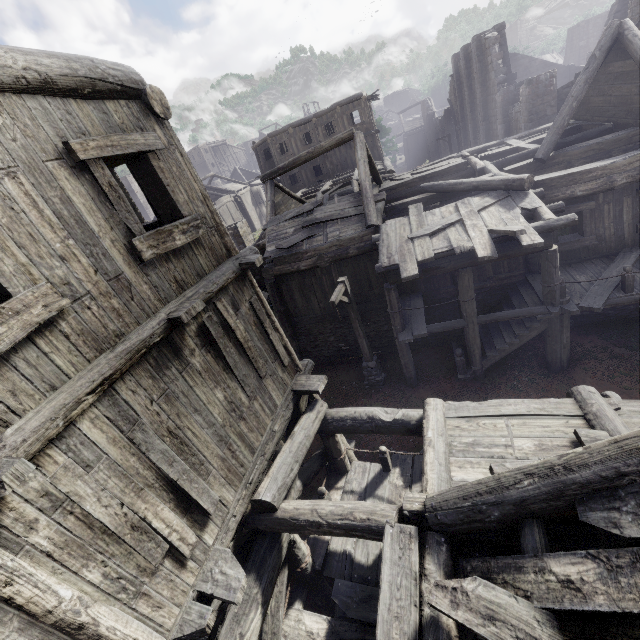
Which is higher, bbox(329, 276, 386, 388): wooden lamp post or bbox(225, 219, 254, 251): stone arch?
bbox(225, 219, 254, 251): stone arch

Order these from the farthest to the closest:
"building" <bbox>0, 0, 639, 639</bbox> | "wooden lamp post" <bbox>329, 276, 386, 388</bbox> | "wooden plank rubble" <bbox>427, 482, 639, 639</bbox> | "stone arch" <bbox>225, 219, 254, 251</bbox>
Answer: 1. "stone arch" <bbox>225, 219, 254, 251</bbox>
2. "wooden lamp post" <bbox>329, 276, 386, 388</bbox>
3. "building" <bbox>0, 0, 639, 639</bbox>
4. "wooden plank rubble" <bbox>427, 482, 639, 639</bbox>

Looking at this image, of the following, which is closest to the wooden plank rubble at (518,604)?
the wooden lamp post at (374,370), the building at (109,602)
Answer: the building at (109,602)

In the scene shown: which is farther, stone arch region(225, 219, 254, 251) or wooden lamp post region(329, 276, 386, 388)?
stone arch region(225, 219, 254, 251)

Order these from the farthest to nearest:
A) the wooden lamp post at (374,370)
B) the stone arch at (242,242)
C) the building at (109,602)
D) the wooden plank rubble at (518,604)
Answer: the stone arch at (242,242)
the wooden lamp post at (374,370)
the building at (109,602)
the wooden plank rubble at (518,604)

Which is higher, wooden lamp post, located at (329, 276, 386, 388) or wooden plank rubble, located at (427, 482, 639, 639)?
wooden plank rubble, located at (427, 482, 639, 639)

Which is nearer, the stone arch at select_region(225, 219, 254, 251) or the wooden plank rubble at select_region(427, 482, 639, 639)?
the wooden plank rubble at select_region(427, 482, 639, 639)

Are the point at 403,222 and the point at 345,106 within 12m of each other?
no
